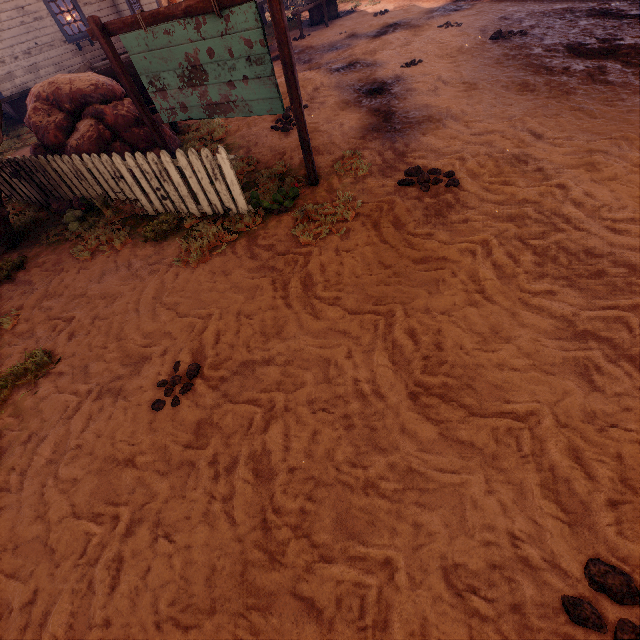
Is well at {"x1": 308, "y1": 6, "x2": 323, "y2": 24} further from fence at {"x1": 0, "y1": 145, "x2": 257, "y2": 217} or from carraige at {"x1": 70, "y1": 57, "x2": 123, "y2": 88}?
fence at {"x1": 0, "y1": 145, "x2": 257, "y2": 217}

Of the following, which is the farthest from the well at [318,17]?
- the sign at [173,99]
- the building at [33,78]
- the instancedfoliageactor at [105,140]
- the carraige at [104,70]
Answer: the sign at [173,99]

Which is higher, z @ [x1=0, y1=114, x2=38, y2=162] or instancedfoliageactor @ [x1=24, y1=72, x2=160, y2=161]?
instancedfoliageactor @ [x1=24, y1=72, x2=160, y2=161]

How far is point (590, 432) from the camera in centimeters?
211cm

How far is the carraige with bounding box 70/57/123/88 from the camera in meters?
7.0

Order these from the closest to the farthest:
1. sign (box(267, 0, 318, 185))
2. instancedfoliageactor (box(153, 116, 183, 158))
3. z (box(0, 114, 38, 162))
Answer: sign (box(267, 0, 318, 185))
instancedfoliageactor (box(153, 116, 183, 158))
z (box(0, 114, 38, 162))

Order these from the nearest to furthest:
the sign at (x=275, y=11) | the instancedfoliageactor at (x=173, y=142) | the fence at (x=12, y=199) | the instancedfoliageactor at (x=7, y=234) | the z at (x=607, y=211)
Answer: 1. the z at (x=607, y=211)
2. the sign at (x=275, y=11)
3. the fence at (x=12, y=199)
4. the instancedfoliageactor at (x=7, y=234)
5. the instancedfoliageactor at (x=173, y=142)

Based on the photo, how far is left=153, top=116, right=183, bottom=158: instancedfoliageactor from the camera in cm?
677
